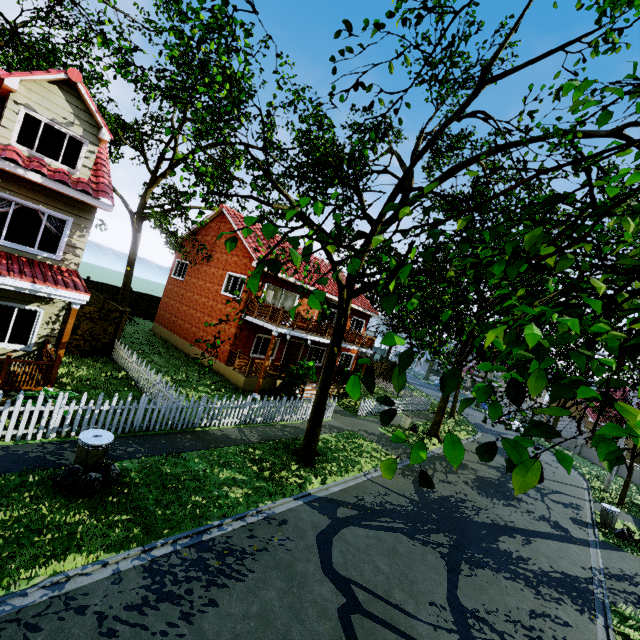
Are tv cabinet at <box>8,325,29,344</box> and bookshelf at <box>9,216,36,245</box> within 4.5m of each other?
yes

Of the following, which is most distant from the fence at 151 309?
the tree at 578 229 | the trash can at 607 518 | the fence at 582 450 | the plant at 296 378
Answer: the trash can at 607 518

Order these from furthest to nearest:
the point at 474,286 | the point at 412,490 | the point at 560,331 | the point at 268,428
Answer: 1. the point at 268,428
2. the point at 412,490
3. the point at 474,286
4. the point at 560,331

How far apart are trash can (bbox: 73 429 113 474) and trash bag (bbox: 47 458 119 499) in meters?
0.0

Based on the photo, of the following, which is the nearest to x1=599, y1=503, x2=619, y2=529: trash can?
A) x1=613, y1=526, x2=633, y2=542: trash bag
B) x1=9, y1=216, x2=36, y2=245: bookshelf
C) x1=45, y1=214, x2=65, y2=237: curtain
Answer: x1=613, y1=526, x2=633, y2=542: trash bag

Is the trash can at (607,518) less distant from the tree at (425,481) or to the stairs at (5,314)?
the tree at (425,481)

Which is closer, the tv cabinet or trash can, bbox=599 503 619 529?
the tv cabinet

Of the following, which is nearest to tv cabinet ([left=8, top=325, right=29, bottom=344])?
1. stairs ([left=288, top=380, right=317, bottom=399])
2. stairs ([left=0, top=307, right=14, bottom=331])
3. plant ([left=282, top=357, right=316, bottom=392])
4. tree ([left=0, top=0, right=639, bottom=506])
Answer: stairs ([left=0, top=307, right=14, bottom=331])
